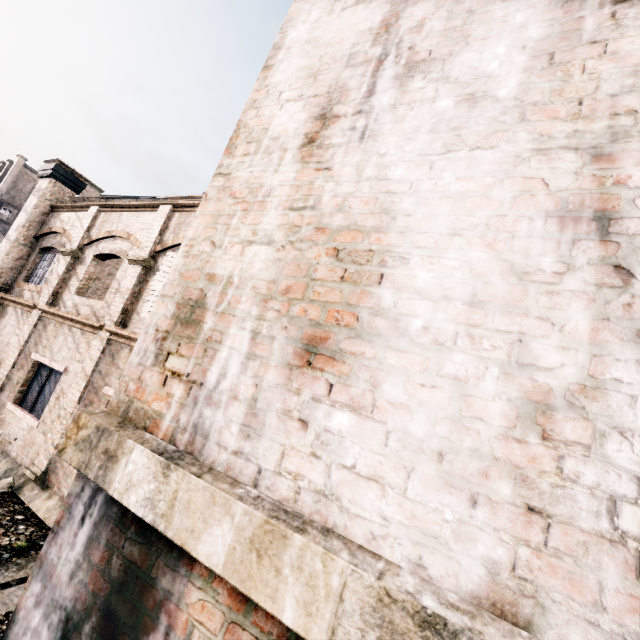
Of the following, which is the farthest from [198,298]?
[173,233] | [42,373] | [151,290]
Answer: [42,373]

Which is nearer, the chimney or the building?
the chimney

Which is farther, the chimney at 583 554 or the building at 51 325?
the building at 51 325
